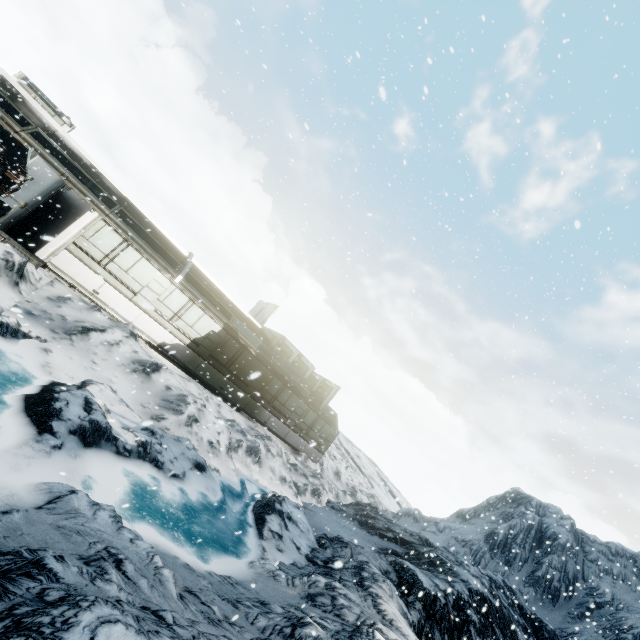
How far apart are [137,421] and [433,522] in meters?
29.5 m
